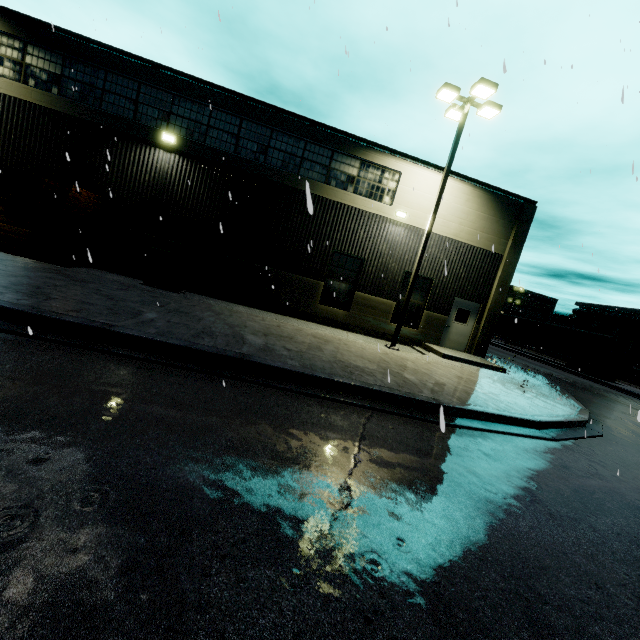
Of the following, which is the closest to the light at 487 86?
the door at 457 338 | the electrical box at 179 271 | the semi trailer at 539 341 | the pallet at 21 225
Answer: the door at 457 338

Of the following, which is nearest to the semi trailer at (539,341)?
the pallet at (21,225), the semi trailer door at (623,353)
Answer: the semi trailer door at (623,353)

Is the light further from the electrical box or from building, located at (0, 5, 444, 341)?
the electrical box

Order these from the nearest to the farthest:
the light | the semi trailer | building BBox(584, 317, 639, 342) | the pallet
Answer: the pallet
the light
the semi trailer
building BBox(584, 317, 639, 342)

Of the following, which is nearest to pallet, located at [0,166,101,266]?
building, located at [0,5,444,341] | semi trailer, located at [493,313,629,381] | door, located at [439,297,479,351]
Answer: building, located at [0,5,444,341]

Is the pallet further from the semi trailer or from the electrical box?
the semi trailer

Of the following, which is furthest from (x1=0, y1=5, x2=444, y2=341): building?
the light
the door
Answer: the light

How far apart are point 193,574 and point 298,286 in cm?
1249
